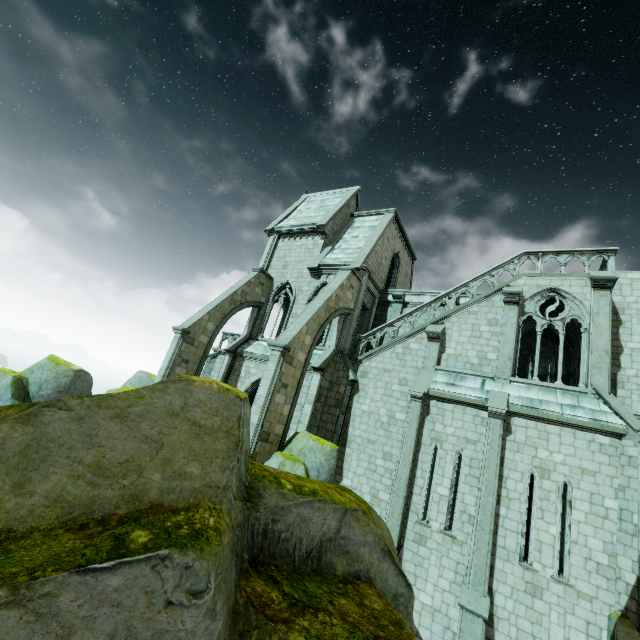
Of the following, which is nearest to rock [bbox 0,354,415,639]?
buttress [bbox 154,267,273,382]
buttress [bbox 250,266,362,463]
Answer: buttress [bbox 250,266,362,463]

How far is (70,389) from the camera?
13.4m

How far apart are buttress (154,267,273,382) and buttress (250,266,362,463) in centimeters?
590cm

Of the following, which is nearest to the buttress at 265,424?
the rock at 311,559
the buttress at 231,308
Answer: the rock at 311,559

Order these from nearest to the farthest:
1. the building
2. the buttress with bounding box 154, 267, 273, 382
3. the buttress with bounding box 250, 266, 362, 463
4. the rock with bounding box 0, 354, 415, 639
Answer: the rock with bounding box 0, 354, 415, 639 → the building → the buttress with bounding box 250, 266, 362, 463 → the buttress with bounding box 154, 267, 273, 382

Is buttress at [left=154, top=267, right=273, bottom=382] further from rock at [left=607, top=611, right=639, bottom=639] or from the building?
rock at [left=607, top=611, right=639, bottom=639]

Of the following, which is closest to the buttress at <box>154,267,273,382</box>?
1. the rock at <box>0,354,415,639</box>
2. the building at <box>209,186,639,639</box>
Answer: the building at <box>209,186,639,639</box>

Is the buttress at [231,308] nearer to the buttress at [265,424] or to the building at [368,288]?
the building at [368,288]
